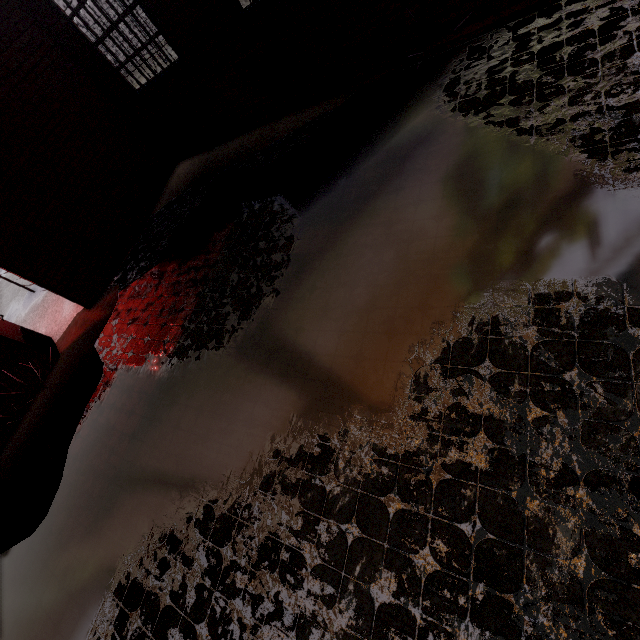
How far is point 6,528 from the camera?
4.21m
